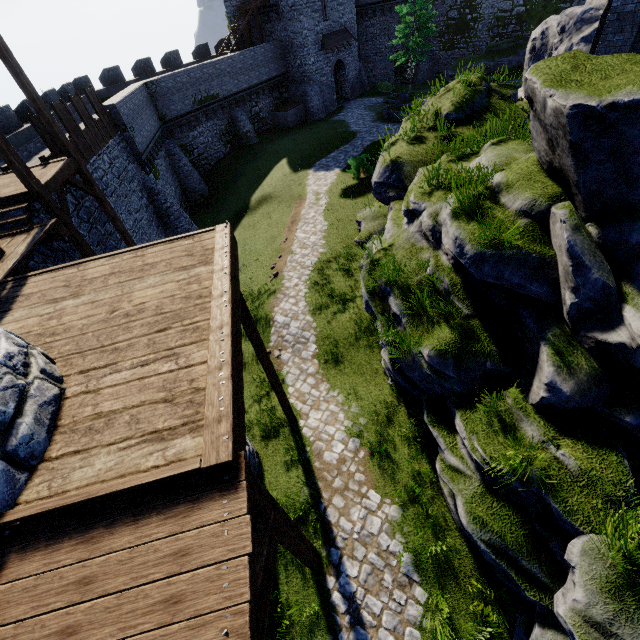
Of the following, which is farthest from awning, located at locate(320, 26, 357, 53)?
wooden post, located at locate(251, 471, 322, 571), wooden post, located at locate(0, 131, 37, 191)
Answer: wooden post, located at locate(251, 471, 322, 571)

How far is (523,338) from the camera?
6.4m

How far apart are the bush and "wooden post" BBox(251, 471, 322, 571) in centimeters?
1970cm

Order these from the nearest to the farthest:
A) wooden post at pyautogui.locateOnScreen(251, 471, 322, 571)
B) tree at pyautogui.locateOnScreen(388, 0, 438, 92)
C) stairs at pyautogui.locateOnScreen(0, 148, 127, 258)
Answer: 1. wooden post at pyautogui.locateOnScreen(251, 471, 322, 571)
2. stairs at pyautogui.locateOnScreen(0, 148, 127, 258)
3. tree at pyautogui.locateOnScreen(388, 0, 438, 92)

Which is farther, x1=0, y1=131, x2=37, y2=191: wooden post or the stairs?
the stairs

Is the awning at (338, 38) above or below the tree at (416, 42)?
above

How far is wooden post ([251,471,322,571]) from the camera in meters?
3.9 m

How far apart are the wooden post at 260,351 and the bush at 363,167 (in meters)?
16.32
